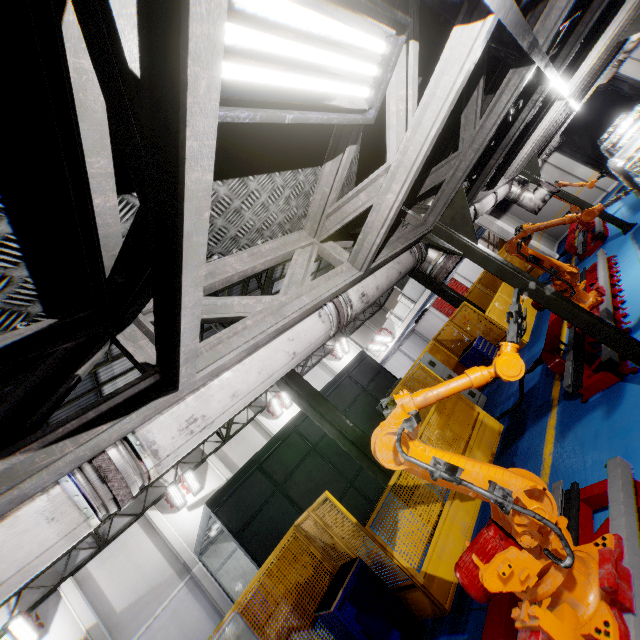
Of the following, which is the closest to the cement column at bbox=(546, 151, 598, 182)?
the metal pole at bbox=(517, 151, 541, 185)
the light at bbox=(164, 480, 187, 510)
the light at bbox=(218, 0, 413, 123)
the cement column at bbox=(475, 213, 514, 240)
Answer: the cement column at bbox=(475, 213, 514, 240)

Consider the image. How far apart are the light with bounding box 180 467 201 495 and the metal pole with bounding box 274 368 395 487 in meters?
13.6 m

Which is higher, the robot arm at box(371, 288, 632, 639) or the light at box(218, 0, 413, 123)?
the light at box(218, 0, 413, 123)

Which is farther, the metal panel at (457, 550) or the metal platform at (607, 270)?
the metal platform at (607, 270)

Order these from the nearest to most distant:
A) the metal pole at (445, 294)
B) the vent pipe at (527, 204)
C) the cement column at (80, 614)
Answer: the vent pipe at (527, 204) < the metal pole at (445, 294) < the cement column at (80, 614)

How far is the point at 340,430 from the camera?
6.9 meters

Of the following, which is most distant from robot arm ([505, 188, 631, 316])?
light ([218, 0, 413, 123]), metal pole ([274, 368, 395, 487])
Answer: light ([218, 0, 413, 123])

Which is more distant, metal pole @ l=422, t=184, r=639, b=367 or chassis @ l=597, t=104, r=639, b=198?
chassis @ l=597, t=104, r=639, b=198
